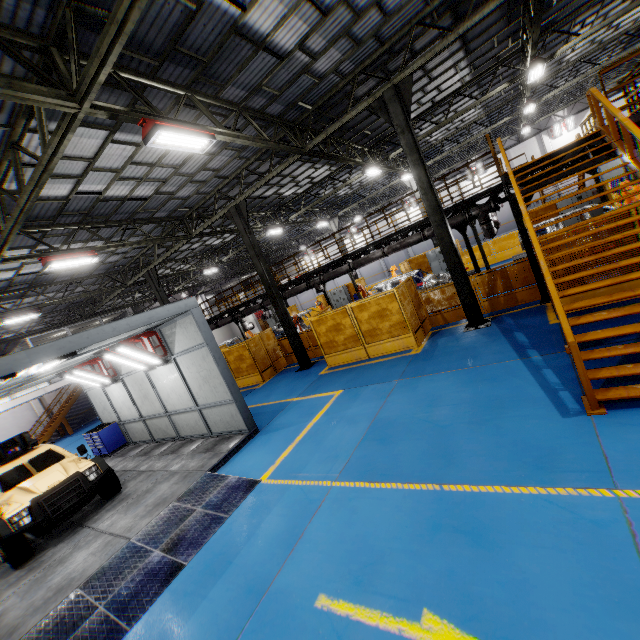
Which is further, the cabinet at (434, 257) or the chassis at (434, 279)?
the cabinet at (434, 257)

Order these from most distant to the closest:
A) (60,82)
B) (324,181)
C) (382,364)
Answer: (324,181), (382,364), (60,82)

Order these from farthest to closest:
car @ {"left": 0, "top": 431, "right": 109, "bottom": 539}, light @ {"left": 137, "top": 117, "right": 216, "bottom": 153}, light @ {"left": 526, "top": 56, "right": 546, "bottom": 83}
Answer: light @ {"left": 526, "top": 56, "right": 546, "bottom": 83}
car @ {"left": 0, "top": 431, "right": 109, "bottom": 539}
light @ {"left": 137, "top": 117, "right": 216, "bottom": 153}

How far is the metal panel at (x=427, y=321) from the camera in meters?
11.3 m

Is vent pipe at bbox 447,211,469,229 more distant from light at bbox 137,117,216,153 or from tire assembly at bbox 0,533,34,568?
tire assembly at bbox 0,533,34,568

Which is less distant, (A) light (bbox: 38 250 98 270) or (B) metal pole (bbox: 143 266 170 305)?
(A) light (bbox: 38 250 98 270)

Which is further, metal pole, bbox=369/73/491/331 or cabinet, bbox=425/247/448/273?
cabinet, bbox=425/247/448/273

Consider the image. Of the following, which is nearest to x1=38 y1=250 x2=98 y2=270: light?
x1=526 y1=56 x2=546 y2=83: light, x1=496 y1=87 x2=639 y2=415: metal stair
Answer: x1=496 y1=87 x2=639 y2=415: metal stair
